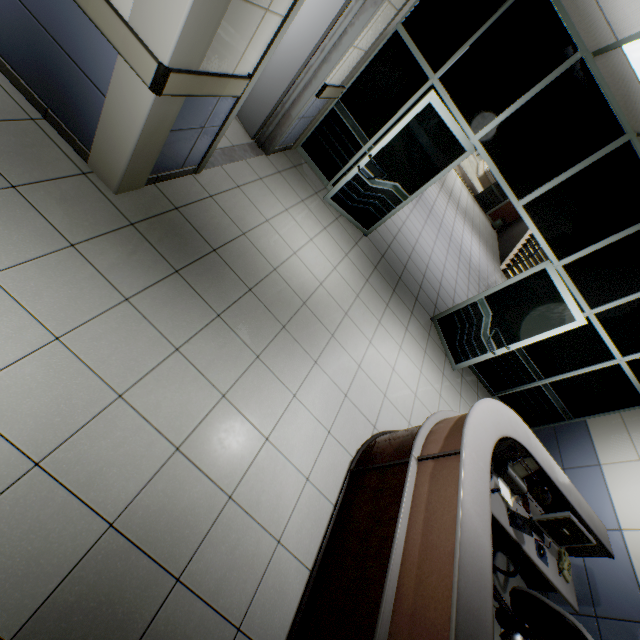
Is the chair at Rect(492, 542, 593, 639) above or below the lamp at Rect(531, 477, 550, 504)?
below

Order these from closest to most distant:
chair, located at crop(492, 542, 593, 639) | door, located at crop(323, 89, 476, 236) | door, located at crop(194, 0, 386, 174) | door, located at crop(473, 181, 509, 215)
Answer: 1. chair, located at crop(492, 542, 593, 639)
2. door, located at crop(194, 0, 386, 174)
3. door, located at crop(323, 89, 476, 236)
4. door, located at crop(473, 181, 509, 215)

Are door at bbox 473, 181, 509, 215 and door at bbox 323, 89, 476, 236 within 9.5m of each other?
no

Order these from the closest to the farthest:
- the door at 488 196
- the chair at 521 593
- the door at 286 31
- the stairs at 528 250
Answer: the chair at 521 593 < the door at 286 31 < the stairs at 528 250 < the door at 488 196

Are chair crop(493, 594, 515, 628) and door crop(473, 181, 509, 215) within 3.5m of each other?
no

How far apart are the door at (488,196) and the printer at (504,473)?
15.7 meters

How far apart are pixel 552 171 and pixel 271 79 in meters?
3.7

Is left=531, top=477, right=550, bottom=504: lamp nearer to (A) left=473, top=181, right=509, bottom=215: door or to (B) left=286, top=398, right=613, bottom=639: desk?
(B) left=286, top=398, right=613, bottom=639: desk
